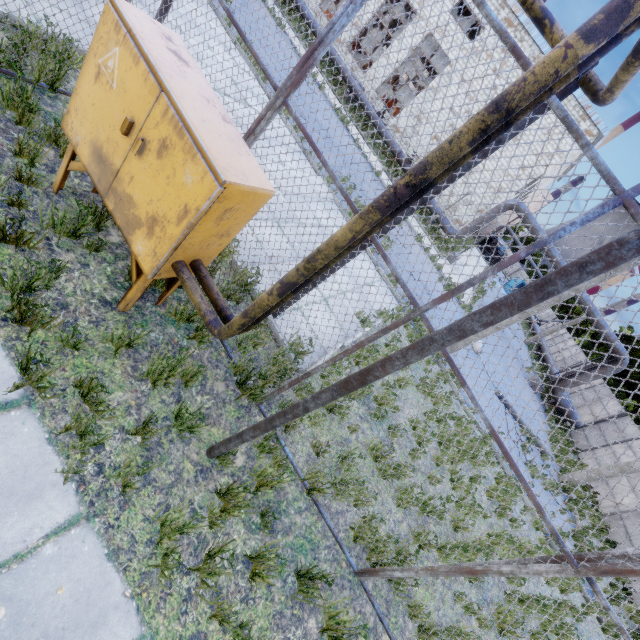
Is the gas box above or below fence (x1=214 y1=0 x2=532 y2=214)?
below

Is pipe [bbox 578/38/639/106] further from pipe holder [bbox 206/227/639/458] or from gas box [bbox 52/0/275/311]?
pipe holder [bbox 206/227/639/458]

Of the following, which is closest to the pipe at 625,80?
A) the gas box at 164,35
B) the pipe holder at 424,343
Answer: the gas box at 164,35

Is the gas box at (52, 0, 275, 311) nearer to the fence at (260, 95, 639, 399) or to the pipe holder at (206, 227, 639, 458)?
the fence at (260, 95, 639, 399)

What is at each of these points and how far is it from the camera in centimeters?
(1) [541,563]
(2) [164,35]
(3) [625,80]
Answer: (1) fence, 286cm
(2) gas box, 274cm
(3) pipe, 232cm

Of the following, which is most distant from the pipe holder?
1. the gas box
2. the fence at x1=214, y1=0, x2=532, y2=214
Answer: the gas box

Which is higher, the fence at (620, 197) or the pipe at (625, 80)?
the pipe at (625, 80)
